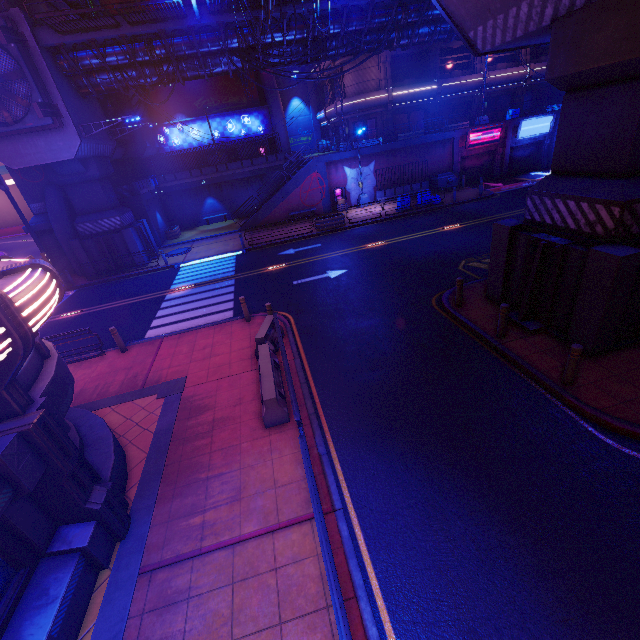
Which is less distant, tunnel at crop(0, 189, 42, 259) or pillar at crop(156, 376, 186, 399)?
pillar at crop(156, 376, 186, 399)

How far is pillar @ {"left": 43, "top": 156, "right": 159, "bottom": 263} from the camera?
20.2 meters

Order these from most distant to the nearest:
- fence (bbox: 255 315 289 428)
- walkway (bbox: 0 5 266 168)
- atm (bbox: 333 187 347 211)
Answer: atm (bbox: 333 187 347 211), walkway (bbox: 0 5 266 168), fence (bbox: 255 315 289 428)

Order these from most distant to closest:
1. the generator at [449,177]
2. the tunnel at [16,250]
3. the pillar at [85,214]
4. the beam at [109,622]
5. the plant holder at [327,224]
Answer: the tunnel at [16,250]
the generator at [449,177]
the plant holder at [327,224]
the pillar at [85,214]
the beam at [109,622]

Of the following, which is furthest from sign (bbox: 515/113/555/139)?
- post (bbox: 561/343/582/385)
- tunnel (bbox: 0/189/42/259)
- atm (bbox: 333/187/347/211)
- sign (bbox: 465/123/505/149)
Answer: tunnel (bbox: 0/189/42/259)

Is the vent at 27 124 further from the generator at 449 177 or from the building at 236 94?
the generator at 449 177

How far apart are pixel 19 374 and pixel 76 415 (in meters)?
3.60

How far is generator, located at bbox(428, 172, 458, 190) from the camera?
28.7m
